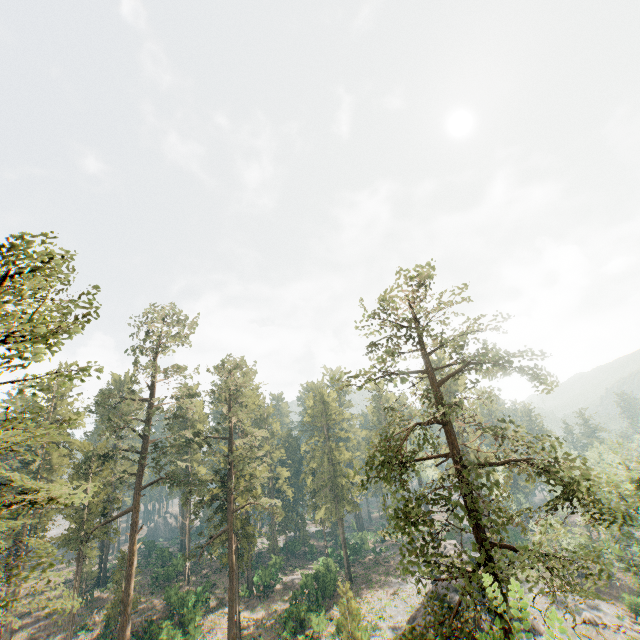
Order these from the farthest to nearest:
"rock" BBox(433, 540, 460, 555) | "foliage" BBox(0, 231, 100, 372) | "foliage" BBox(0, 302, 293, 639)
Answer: "rock" BBox(433, 540, 460, 555) < "foliage" BBox(0, 302, 293, 639) < "foliage" BBox(0, 231, 100, 372)

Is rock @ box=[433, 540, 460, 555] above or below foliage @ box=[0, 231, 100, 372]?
below

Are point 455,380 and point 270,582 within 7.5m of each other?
no

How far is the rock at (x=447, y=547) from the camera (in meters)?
44.00

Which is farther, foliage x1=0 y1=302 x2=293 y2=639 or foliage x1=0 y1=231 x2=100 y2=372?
foliage x1=0 y1=302 x2=293 y2=639

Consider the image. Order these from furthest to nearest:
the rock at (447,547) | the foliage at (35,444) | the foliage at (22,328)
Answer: the rock at (447,547)
the foliage at (35,444)
the foliage at (22,328)

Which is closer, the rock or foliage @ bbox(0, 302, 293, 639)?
foliage @ bbox(0, 302, 293, 639)
